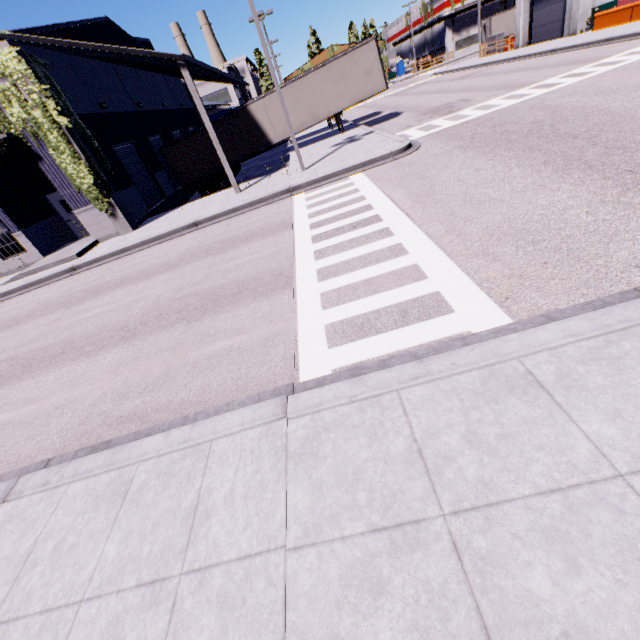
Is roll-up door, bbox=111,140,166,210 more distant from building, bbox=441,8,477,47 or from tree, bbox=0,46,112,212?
tree, bbox=0,46,112,212

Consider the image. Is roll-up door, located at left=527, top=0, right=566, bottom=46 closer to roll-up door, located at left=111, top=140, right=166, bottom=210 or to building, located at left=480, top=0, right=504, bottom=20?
building, located at left=480, top=0, right=504, bottom=20

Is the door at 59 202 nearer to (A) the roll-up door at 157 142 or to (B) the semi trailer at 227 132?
(B) the semi trailer at 227 132

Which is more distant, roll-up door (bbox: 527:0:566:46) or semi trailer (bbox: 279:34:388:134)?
roll-up door (bbox: 527:0:566:46)

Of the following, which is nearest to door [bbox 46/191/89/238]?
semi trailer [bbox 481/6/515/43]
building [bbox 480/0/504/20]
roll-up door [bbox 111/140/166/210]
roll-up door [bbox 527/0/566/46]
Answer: building [bbox 480/0/504/20]

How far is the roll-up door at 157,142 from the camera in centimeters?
2183cm

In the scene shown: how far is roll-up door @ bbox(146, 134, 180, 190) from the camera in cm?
2183

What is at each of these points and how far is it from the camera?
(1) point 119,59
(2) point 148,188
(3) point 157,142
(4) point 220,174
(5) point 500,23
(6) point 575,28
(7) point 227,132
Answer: (1) building, 15.4m
(2) roll-up door, 19.6m
(3) roll-up door, 22.7m
(4) semi trailer, 22.6m
(5) semi trailer, 42.5m
(6) building, 26.3m
(7) semi trailer, 21.2m
